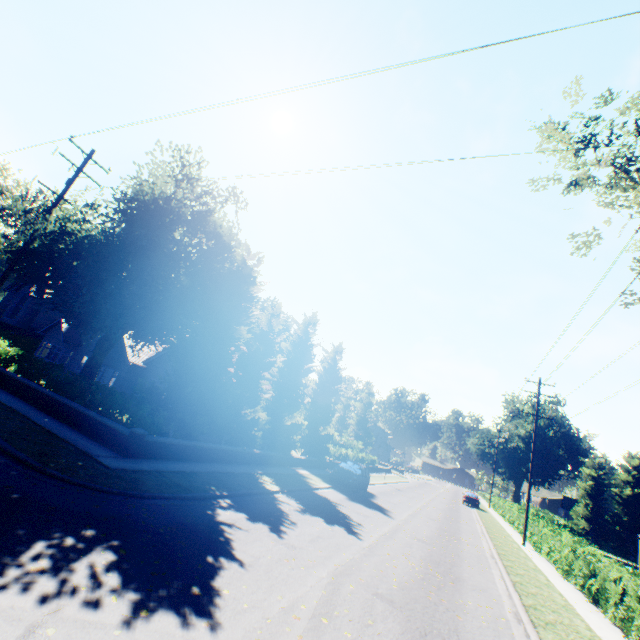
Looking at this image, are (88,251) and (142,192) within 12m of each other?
yes

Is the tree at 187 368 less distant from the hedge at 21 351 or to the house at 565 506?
the hedge at 21 351

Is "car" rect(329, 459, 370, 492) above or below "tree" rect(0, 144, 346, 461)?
below

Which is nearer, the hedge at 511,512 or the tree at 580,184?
the tree at 580,184

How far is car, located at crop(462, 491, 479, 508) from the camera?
39.9 meters

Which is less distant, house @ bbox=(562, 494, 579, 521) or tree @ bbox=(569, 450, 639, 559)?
Result: tree @ bbox=(569, 450, 639, 559)

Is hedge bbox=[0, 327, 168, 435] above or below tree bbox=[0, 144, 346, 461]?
below

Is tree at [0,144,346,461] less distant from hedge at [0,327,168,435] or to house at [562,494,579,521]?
hedge at [0,327,168,435]
